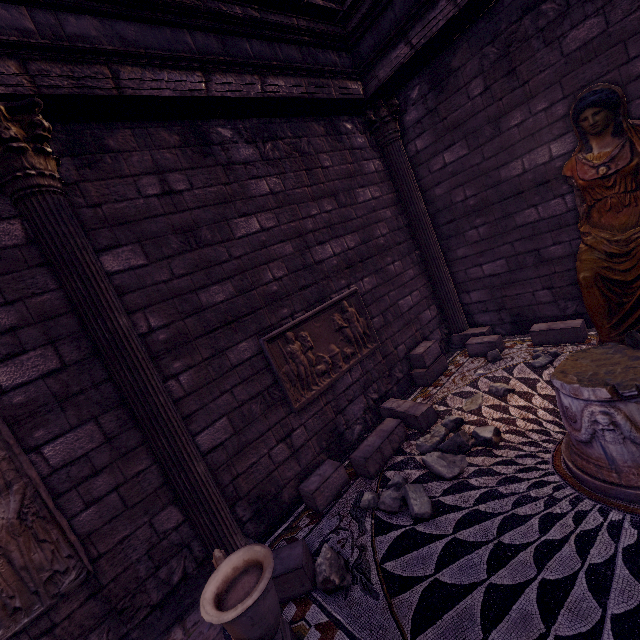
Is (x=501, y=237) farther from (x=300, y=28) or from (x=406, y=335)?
(x=300, y=28)

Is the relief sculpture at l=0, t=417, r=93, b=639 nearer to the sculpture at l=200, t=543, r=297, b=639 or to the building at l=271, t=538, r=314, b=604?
the building at l=271, t=538, r=314, b=604

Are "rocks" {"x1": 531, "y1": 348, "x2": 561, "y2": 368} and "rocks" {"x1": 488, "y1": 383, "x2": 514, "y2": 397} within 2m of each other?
yes

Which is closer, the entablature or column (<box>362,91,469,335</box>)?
the entablature

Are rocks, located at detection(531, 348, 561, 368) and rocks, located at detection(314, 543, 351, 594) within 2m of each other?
no

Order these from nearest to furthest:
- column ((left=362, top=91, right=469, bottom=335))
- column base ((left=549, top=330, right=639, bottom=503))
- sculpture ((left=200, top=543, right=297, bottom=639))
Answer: sculpture ((left=200, top=543, right=297, bottom=639)) → column base ((left=549, top=330, right=639, bottom=503)) → column ((left=362, top=91, right=469, bottom=335))

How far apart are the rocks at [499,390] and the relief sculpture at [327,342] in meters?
1.6 m

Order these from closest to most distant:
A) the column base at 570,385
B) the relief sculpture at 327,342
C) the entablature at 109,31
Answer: the column base at 570,385 < the entablature at 109,31 < the relief sculpture at 327,342
